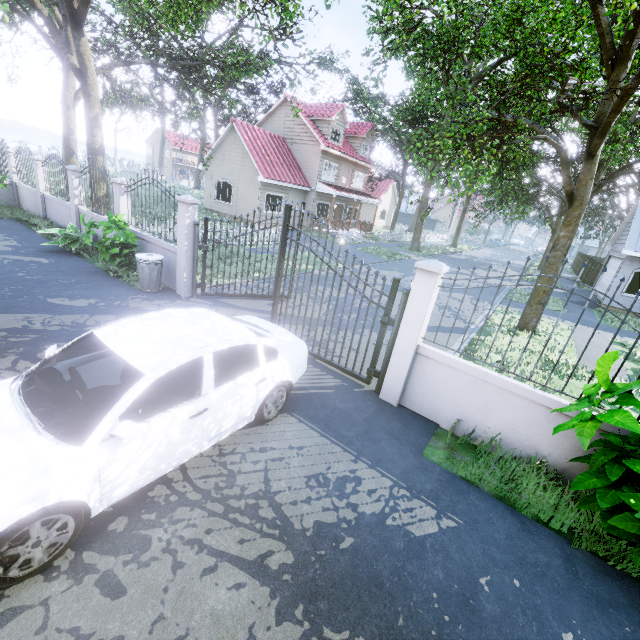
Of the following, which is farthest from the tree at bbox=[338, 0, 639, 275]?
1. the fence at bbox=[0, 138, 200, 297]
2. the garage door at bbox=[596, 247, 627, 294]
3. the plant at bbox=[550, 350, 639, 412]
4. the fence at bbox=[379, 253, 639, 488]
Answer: the plant at bbox=[550, 350, 639, 412]

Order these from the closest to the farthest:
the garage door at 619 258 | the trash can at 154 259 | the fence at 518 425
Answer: the fence at 518 425 → the trash can at 154 259 → the garage door at 619 258

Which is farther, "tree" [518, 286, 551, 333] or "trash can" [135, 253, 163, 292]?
"tree" [518, 286, 551, 333]

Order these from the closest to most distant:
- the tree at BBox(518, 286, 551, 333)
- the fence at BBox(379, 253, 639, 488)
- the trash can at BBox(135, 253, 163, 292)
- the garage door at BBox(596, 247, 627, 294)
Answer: the fence at BBox(379, 253, 639, 488) → the trash can at BBox(135, 253, 163, 292) → the tree at BBox(518, 286, 551, 333) → the garage door at BBox(596, 247, 627, 294)

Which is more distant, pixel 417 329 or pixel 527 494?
pixel 417 329

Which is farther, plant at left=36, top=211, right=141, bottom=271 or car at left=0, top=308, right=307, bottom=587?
plant at left=36, top=211, right=141, bottom=271

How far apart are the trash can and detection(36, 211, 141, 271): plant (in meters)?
0.57

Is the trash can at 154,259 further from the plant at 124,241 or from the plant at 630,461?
the plant at 630,461
